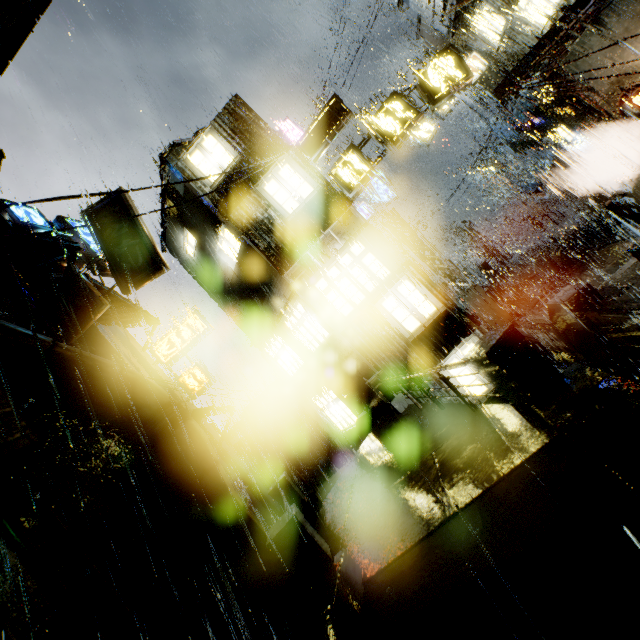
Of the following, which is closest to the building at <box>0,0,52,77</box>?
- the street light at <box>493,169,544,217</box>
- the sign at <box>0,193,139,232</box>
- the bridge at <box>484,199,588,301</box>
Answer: the bridge at <box>484,199,588,301</box>

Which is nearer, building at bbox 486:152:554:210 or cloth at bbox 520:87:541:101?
cloth at bbox 520:87:541:101

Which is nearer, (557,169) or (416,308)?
(416,308)

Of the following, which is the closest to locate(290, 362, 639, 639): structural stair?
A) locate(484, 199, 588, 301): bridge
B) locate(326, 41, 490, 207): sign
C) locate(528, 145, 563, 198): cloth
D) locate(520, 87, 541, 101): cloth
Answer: locate(326, 41, 490, 207): sign

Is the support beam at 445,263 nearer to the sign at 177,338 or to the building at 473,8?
the building at 473,8

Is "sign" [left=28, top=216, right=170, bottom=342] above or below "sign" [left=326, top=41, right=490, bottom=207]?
above

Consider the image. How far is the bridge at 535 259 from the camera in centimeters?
2033cm
